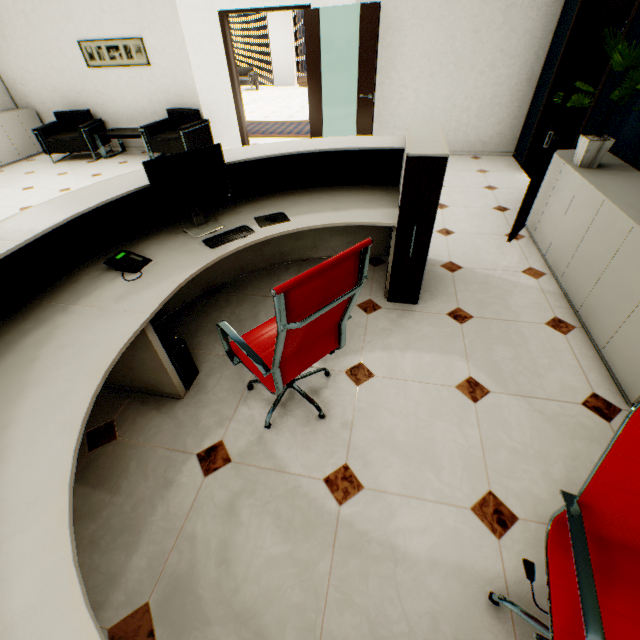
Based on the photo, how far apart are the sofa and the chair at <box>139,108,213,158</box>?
9.6 meters

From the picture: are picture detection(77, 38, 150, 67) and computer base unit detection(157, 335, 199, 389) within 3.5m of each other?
no

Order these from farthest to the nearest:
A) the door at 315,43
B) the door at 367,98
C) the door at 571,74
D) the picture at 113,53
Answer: the picture at 113,53 → the door at 315,43 → the door at 367,98 → the door at 571,74

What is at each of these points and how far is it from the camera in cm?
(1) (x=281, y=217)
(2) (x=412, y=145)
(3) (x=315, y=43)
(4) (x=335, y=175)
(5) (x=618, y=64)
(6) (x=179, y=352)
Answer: (1) mouse pad, 248
(2) rolling cabinet, 216
(3) door, 516
(4) reception desk, 288
(5) plant, 231
(6) computer base unit, 205

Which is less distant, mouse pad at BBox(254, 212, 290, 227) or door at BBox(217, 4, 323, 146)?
mouse pad at BBox(254, 212, 290, 227)

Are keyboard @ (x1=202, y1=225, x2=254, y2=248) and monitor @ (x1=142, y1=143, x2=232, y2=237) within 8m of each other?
yes

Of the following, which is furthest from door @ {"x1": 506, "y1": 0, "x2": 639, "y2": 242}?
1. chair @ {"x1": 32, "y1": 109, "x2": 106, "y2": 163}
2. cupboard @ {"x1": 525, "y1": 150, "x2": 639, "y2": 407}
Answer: chair @ {"x1": 32, "y1": 109, "x2": 106, "y2": 163}

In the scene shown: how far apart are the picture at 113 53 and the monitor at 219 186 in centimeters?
581cm
